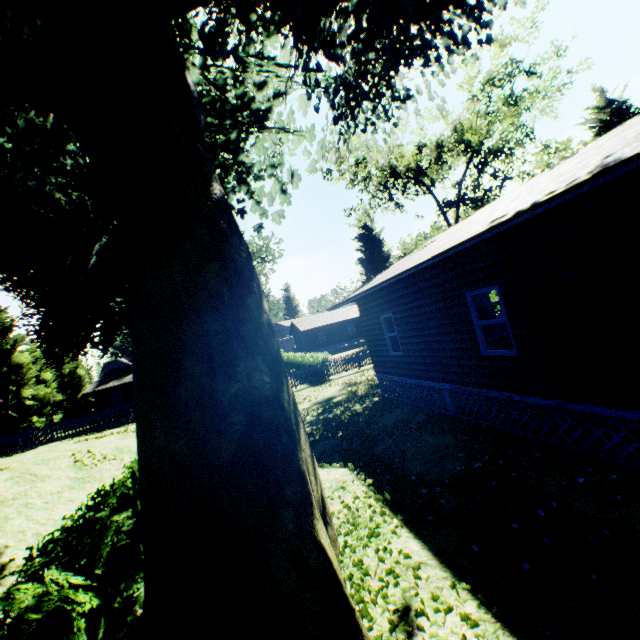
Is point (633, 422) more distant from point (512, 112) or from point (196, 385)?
point (512, 112)

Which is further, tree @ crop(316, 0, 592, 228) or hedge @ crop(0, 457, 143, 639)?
tree @ crop(316, 0, 592, 228)

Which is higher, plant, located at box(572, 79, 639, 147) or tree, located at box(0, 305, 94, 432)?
plant, located at box(572, 79, 639, 147)

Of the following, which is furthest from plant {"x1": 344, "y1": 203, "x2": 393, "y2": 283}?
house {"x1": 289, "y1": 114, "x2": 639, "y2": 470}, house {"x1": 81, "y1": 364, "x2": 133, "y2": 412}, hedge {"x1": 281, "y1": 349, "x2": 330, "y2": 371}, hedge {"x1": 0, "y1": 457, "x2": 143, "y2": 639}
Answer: house {"x1": 81, "y1": 364, "x2": 133, "y2": 412}

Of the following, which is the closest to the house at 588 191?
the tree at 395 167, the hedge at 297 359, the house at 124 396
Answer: the tree at 395 167

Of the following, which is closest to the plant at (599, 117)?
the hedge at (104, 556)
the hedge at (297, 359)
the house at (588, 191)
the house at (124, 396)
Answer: the hedge at (104, 556)

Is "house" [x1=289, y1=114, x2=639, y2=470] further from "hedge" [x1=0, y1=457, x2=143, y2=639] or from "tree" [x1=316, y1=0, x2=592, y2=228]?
"tree" [x1=316, y1=0, x2=592, y2=228]

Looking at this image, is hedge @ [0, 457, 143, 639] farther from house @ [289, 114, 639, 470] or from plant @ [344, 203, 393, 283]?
Result: house @ [289, 114, 639, 470]
